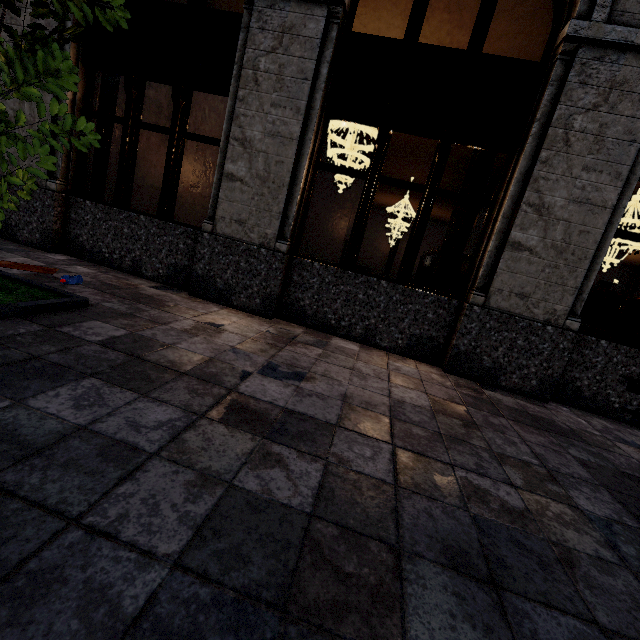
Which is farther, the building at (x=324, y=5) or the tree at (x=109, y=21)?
the building at (x=324, y=5)

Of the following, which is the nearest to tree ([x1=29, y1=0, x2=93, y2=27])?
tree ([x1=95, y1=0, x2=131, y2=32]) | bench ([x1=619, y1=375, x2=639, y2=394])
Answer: tree ([x1=95, y1=0, x2=131, y2=32])

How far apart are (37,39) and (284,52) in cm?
286

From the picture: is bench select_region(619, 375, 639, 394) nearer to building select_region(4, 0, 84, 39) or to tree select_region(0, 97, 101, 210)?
building select_region(4, 0, 84, 39)

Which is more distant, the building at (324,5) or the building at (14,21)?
the building at (14,21)

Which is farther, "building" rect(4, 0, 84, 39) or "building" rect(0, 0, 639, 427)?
"building" rect(4, 0, 84, 39)

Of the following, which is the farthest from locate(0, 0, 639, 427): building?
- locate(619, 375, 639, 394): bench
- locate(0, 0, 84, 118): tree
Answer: locate(0, 0, 84, 118): tree
